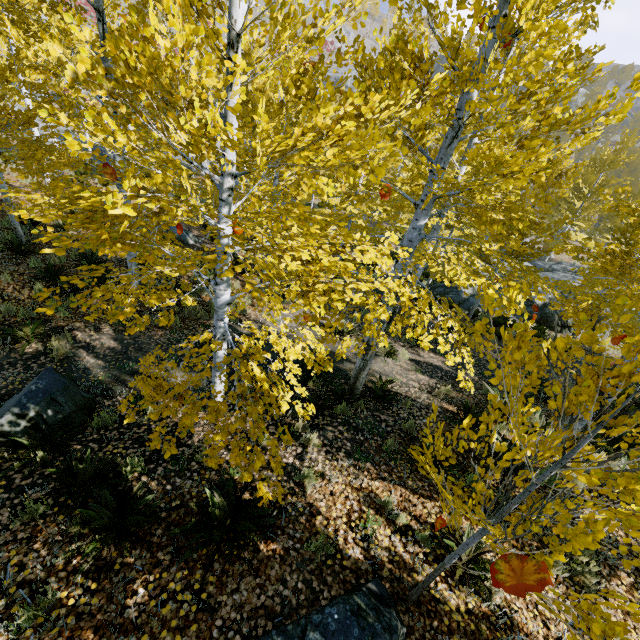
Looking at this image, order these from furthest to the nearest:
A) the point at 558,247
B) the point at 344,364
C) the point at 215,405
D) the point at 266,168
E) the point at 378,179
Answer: the point at 266,168 < the point at 558,247 < the point at 344,364 < the point at 215,405 < the point at 378,179

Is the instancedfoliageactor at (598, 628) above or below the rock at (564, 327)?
above

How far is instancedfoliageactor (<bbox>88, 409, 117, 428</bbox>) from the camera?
5.1m

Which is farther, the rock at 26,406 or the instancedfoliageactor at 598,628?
the rock at 26,406

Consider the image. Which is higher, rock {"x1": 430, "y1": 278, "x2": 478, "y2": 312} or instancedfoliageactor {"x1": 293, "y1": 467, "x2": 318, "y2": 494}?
instancedfoliageactor {"x1": 293, "y1": 467, "x2": 318, "y2": 494}

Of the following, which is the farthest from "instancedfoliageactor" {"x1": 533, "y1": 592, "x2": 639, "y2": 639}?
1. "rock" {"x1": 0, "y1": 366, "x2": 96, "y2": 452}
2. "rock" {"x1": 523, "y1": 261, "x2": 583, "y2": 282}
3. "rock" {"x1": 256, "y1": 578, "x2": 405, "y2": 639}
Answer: "rock" {"x1": 0, "y1": 366, "x2": 96, "y2": 452}

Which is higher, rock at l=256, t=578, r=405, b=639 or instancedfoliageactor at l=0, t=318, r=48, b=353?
rock at l=256, t=578, r=405, b=639

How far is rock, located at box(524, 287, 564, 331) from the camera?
16.5 meters
